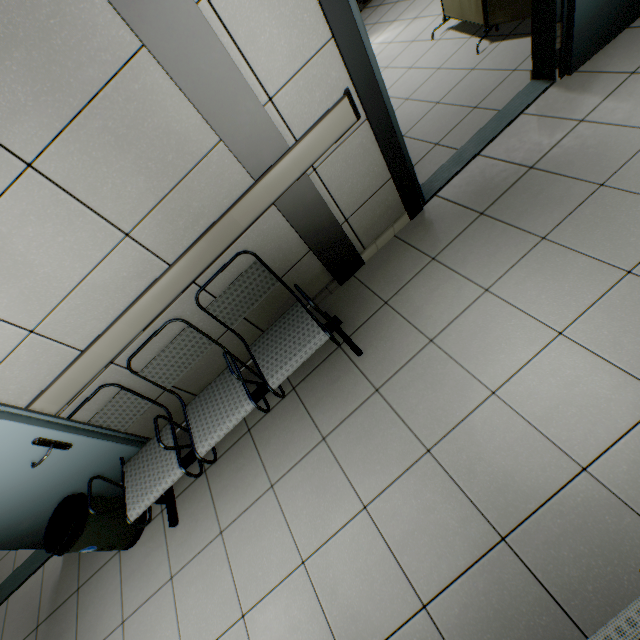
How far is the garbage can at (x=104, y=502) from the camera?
2.4m

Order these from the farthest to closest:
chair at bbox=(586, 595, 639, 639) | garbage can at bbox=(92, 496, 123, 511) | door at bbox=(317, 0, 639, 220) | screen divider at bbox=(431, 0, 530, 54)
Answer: screen divider at bbox=(431, 0, 530, 54), garbage can at bbox=(92, 496, 123, 511), door at bbox=(317, 0, 639, 220), chair at bbox=(586, 595, 639, 639)

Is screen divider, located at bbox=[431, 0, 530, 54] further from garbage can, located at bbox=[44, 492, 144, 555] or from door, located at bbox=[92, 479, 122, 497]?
garbage can, located at bbox=[44, 492, 144, 555]

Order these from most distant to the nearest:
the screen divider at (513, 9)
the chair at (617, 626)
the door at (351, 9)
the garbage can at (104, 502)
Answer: the screen divider at (513, 9), the garbage can at (104, 502), the door at (351, 9), the chair at (617, 626)

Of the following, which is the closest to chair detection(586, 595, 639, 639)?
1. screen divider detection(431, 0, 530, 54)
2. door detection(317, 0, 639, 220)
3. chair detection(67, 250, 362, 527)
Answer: chair detection(67, 250, 362, 527)

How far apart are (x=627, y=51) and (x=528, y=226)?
1.8 meters

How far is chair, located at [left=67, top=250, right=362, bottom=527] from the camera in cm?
212
